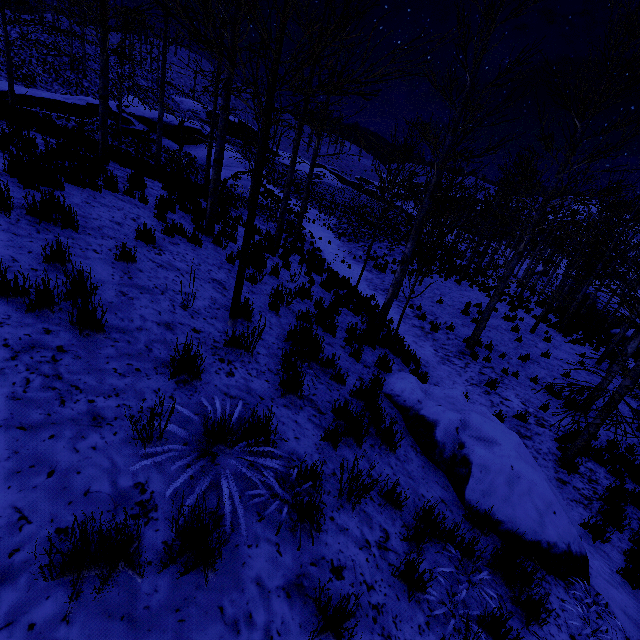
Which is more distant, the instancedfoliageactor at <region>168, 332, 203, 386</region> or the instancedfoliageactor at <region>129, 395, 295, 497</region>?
the instancedfoliageactor at <region>168, 332, 203, 386</region>

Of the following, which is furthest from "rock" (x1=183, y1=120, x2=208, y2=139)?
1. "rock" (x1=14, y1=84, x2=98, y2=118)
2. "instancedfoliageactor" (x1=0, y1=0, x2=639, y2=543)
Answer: "instancedfoliageactor" (x1=0, y1=0, x2=639, y2=543)

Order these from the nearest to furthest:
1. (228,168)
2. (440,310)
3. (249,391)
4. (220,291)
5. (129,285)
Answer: (249,391) < (129,285) < (220,291) < (440,310) < (228,168)

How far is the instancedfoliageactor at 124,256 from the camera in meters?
4.5 m

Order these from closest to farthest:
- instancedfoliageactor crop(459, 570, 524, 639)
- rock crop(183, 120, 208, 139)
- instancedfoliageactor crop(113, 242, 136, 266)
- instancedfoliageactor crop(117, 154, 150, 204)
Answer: instancedfoliageactor crop(459, 570, 524, 639) < instancedfoliageactor crop(113, 242, 136, 266) < instancedfoliageactor crop(117, 154, 150, 204) < rock crop(183, 120, 208, 139)

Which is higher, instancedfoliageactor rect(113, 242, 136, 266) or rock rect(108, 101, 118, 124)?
rock rect(108, 101, 118, 124)

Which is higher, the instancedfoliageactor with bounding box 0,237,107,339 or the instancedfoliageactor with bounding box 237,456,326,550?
the instancedfoliageactor with bounding box 0,237,107,339

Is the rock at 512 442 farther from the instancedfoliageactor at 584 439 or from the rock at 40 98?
the rock at 40 98
